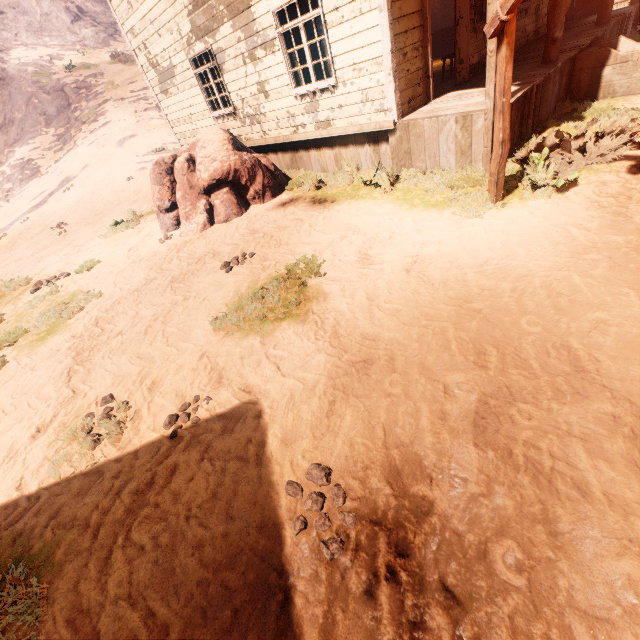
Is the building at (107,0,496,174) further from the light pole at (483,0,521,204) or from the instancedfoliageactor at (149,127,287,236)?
the light pole at (483,0,521,204)

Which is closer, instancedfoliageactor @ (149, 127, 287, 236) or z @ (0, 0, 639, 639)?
z @ (0, 0, 639, 639)

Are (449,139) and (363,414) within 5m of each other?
no

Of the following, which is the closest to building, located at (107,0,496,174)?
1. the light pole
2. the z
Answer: the z

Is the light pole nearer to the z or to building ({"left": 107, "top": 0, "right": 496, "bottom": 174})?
the z

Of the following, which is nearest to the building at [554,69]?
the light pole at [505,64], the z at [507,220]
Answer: the z at [507,220]

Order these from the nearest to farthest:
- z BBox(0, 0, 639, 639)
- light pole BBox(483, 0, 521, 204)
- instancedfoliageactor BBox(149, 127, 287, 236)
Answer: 1. z BBox(0, 0, 639, 639)
2. light pole BBox(483, 0, 521, 204)
3. instancedfoliageactor BBox(149, 127, 287, 236)

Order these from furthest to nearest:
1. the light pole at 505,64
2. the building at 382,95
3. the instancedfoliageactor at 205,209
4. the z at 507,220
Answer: the instancedfoliageactor at 205,209
the building at 382,95
the light pole at 505,64
the z at 507,220
